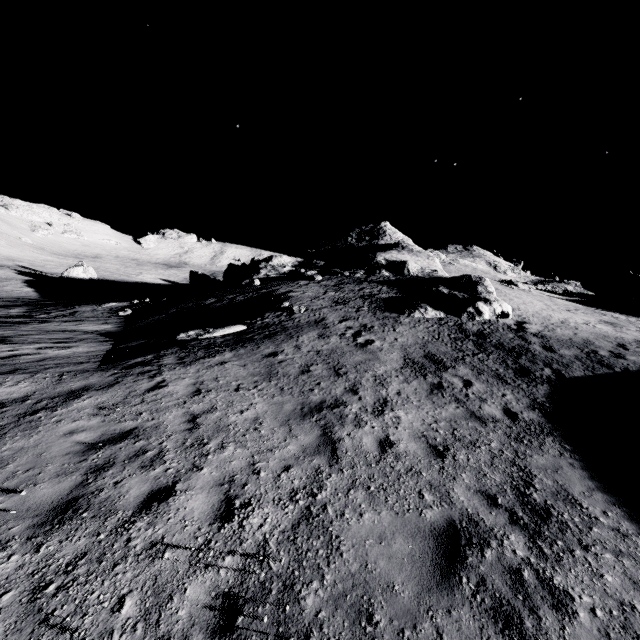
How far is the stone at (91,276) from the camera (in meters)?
47.47

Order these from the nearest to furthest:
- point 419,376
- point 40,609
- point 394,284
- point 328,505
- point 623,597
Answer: point 40,609
point 623,597
point 328,505
point 419,376
point 394,284

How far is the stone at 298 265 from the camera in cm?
1939

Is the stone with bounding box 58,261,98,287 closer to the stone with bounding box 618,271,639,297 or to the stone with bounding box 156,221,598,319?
the stone with bounding box 156,221,598,319

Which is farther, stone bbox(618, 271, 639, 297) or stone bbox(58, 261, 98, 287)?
stone bbox(58, 261, 98, 287)

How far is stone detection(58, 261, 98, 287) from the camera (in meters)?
47.47

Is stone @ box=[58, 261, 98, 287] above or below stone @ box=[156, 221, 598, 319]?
below

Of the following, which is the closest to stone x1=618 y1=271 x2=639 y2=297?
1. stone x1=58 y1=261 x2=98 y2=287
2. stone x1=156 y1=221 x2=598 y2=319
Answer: stone x1=156 y1=221 x2=598 y2=319
